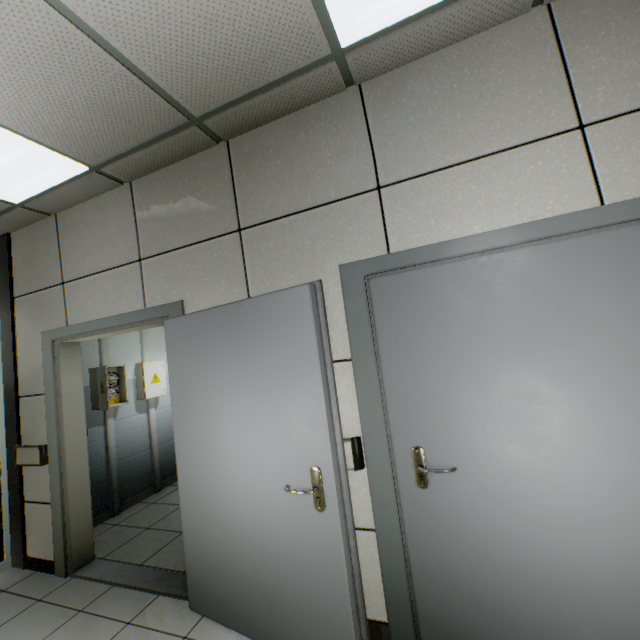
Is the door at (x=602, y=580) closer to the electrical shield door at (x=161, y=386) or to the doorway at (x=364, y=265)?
the doorway at (x=364, y=265)

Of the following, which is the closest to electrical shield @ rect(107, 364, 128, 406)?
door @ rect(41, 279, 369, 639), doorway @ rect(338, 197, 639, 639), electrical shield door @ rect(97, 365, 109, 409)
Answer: electrical shield door @ rect(97, 365, 109, 409)

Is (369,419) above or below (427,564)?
above

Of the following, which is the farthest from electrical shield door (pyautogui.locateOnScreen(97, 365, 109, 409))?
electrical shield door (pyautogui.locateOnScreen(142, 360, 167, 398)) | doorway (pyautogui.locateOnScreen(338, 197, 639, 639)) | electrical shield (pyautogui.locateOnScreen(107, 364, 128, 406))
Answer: doorway (pyautogui.locateOnScreen(338, 197, 639, 639))

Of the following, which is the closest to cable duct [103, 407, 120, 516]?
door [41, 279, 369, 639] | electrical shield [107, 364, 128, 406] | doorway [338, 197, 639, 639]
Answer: electrical shield [107, 364, 128, 406]

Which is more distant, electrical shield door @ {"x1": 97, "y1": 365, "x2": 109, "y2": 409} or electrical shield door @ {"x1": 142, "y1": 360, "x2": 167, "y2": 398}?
electrical shield door @ {"x1": 142, "y1": 360, "x2": 167, "y2": 398}

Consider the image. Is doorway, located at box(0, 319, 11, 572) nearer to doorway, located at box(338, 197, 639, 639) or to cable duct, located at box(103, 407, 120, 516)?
cable duct, located at box(103, 407, 120, 516)

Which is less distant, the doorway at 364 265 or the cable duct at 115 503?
the doorway at 364 265
